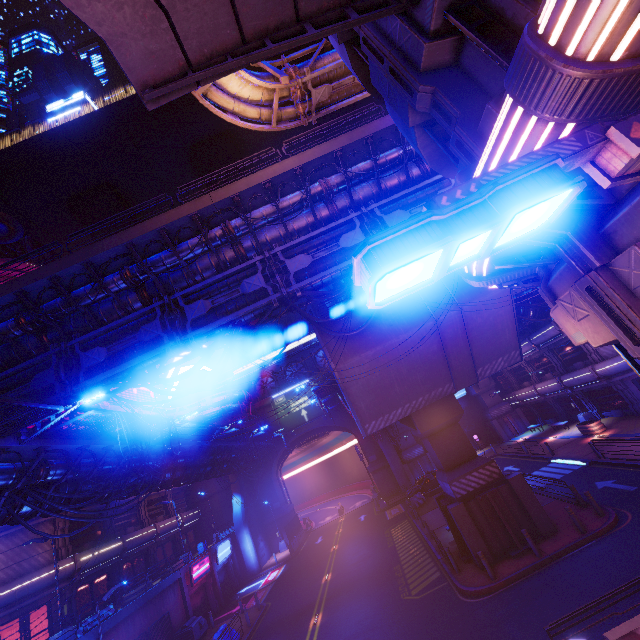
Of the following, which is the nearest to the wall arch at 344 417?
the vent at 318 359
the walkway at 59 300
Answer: the vent at 318 359

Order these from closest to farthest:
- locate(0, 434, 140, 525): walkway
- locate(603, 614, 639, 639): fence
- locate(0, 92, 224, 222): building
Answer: locate(603, 614, 639, 639): fence < locate(0, 434, 140, 525): walkway < locate(0, 92, 224, 222): building

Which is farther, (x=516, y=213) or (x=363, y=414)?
(x=363, y=414)

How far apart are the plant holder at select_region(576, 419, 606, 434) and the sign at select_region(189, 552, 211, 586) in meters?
35.1

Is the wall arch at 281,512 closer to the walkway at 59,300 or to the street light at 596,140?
the walkway at 59,300

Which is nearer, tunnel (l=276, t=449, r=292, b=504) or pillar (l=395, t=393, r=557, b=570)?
pillar (l=395, t=393, r=557, b=570)

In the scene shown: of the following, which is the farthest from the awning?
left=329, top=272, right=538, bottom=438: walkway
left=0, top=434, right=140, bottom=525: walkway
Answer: left=329, top=272, right=538, bottom=438: walkway

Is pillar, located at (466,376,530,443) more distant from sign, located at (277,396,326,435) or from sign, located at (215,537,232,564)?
sign, located at (215,537,232,564)
